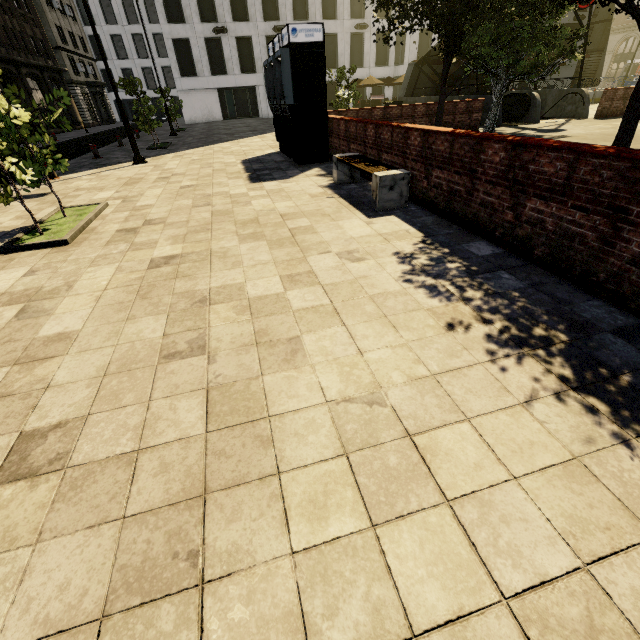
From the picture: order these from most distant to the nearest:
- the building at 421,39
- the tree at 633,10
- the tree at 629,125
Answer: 1. the building at 421,39
2. the tree at 629,125
3. the tree at 633,10

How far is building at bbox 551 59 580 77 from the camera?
41.26m

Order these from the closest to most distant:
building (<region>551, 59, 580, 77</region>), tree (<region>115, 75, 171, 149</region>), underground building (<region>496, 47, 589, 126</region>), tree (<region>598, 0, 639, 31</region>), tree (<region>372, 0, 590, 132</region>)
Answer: tree (<region>598, 0, 639, 31</region>) → tree (<region>372, 0, 590, 132</region>) → tree (<region>115, 75, 171, 149</region>) → underground building (<region>496, 47, 589, 126</region>) → building (<region>551, 59, 580, 77</region>)

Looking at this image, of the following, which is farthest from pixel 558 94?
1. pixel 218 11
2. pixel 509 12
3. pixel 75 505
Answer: pixel 218 11

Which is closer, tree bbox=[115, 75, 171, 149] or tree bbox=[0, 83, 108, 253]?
tree bbox=[0, 83, 108, 253]

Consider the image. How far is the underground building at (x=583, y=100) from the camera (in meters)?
15.91

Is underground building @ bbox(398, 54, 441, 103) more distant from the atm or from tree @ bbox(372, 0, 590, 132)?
the atm

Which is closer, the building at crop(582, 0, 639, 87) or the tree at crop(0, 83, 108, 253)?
the tree at crop(0, 83, 108, 253)
